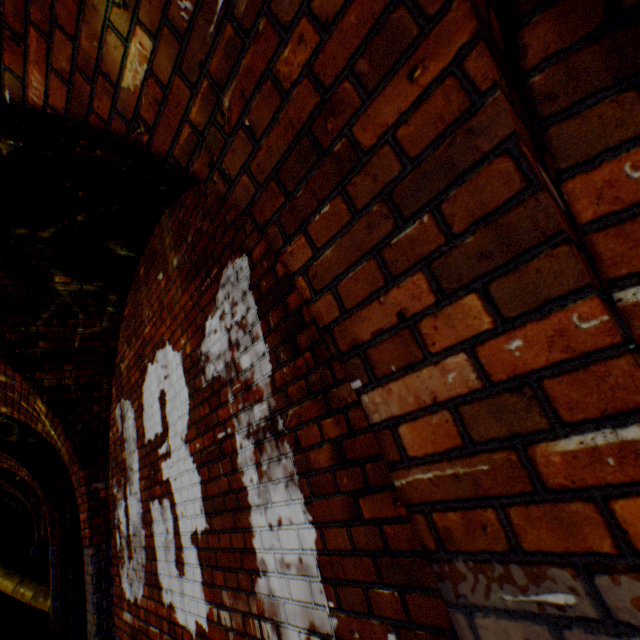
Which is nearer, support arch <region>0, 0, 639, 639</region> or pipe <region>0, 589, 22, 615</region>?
support arch <region>0, 0, 639, 639</region>

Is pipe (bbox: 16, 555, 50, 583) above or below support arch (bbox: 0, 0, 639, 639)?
below

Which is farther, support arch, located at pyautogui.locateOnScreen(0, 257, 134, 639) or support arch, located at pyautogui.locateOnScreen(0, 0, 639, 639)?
support arch, located at pyautogui.locateOnScreen(0, 257, 134, 639)

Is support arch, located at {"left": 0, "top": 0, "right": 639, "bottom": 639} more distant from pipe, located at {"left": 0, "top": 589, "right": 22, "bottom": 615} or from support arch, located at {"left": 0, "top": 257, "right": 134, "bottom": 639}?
pipe, located at {"left": 0, "top": 589, "right": 22, "bottom": 615}

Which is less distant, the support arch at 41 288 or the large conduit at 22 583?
the support arch at 41 288

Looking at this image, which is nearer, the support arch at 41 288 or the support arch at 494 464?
the support arch at 494 464

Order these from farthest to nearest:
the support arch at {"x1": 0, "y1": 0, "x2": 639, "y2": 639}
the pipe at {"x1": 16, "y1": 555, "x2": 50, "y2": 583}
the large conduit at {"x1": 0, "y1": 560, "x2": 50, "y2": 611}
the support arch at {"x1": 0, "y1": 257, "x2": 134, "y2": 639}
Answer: the pipe at {"x1": 16, "y1": 555, "x2": 50, "y2": 583}
the large conduit at {"x1": 0, "y1": 560, "x2": 50, "y2": 611}
the support arch at {"x1": 0, "y1": 257, "x2": 134, "y2": 639}
the support arch at {"x1": 0, "y1": 0, "x2": 639, "y2": 639}

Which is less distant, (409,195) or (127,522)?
(409,195)
